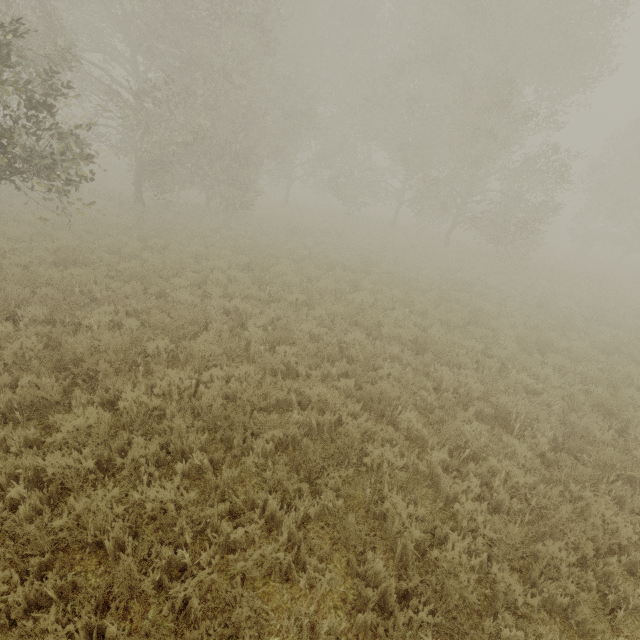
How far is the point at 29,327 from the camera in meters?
6.4 m
